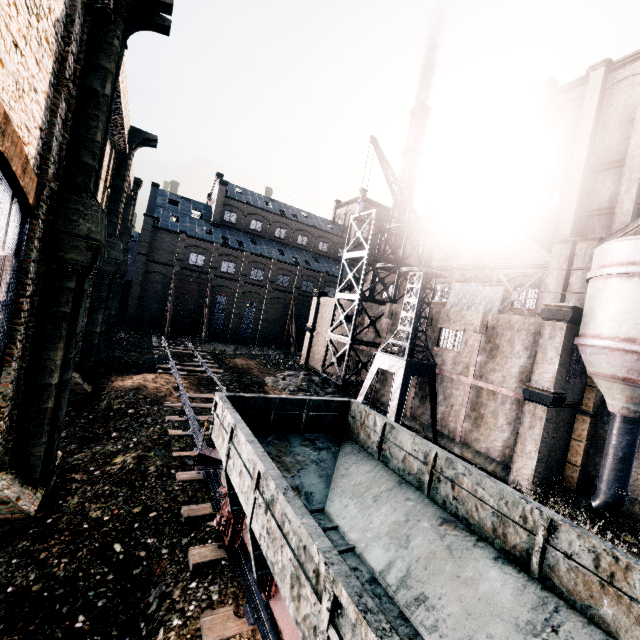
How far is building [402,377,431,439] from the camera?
23.5m

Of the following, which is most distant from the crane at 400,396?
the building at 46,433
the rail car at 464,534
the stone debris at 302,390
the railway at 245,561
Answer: the railway at 245,561

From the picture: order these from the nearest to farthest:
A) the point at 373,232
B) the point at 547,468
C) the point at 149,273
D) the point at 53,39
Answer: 1. the point at 53,39
2. the point at 547,468
3. the point at 373,232
4. the point at 149,273

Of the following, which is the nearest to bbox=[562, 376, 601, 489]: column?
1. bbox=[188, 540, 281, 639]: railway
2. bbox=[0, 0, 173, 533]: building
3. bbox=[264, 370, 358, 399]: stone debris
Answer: bbox=[0, 0, 173, 533]: building

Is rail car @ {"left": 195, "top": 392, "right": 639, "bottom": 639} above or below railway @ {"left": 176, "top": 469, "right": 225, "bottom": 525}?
above

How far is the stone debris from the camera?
26.1 meters

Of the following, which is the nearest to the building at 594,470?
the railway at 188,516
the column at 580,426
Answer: the column at 580,426

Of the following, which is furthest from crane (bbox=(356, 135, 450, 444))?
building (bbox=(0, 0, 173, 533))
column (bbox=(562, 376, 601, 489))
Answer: column (bbox=(562, 376, 601, 489))
